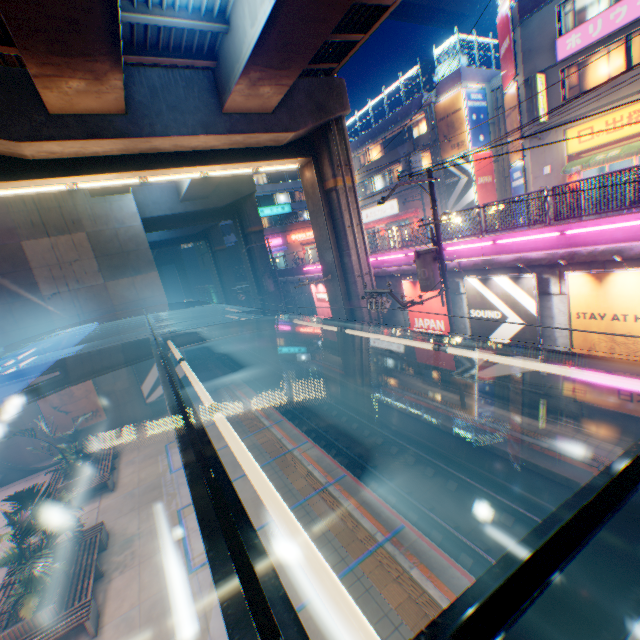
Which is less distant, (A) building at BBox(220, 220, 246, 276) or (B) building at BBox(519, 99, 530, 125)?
(B) building at BBox(519, 99, 530, 125)

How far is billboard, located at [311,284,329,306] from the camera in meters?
22.9 m

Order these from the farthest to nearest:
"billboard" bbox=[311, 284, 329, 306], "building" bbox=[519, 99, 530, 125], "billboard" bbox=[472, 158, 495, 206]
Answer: "billboard" bbox=[472, 158, 495, 206]
"billboard" bbox=[311, 284, 329, 306]
"building" bbox=[519, 99, 530, 125]

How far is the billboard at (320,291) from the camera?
22.9 meters

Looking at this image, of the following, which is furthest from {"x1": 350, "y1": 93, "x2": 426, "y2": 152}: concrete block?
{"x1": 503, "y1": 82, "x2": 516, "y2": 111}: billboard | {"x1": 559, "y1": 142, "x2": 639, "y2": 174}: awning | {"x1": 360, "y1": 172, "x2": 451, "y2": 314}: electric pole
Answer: {"x1": 360, "y1": 172, "x2": 451, "y2": 314}: electric pole

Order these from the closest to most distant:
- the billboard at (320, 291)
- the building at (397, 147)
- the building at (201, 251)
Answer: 1. the billboard at (320, 291)
2. the building at (397, 147)
3. the building at (201, 251)

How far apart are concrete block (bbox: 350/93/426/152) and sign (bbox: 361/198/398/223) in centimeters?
627cm

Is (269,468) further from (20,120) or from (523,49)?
(523,49)
